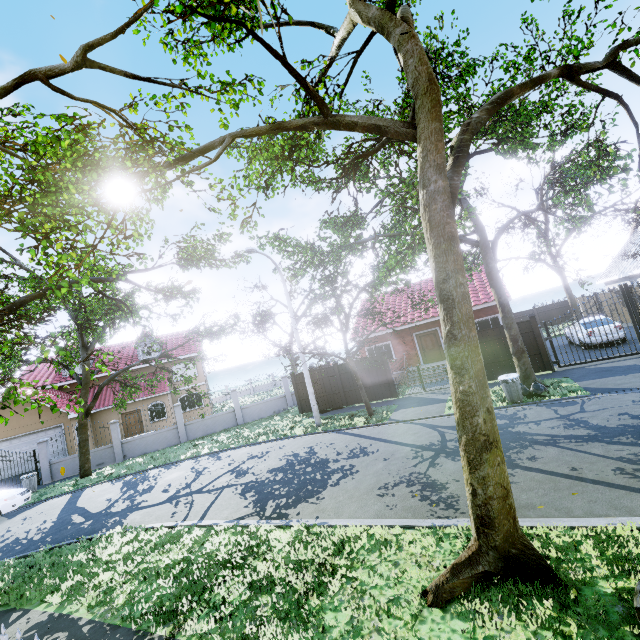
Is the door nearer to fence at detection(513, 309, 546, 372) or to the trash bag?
the trash bag

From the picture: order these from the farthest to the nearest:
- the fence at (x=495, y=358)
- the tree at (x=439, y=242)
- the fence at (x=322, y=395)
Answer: the fence at (x=322, y=395) < the fence at (x=495, y=358) < the tree at (x=439, y=242)

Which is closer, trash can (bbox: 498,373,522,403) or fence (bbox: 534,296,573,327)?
trash can (bbox: 498,373,522,403)

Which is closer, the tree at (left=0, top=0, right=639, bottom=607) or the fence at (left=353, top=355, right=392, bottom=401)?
the tree at (left=0, top=0, right=639, bottom=607)

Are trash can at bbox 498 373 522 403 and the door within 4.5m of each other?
no

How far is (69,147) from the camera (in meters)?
6.92

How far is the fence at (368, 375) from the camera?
17.2 meters

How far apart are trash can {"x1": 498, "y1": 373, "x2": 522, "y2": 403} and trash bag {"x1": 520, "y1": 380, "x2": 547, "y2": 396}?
0.2 meters
